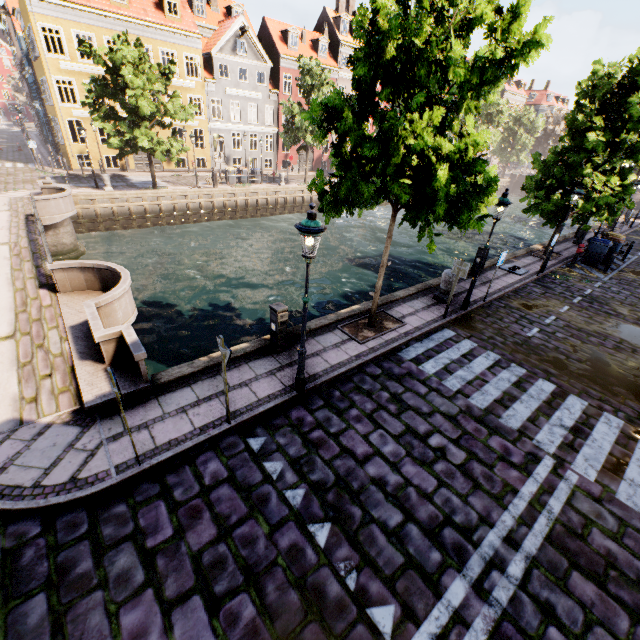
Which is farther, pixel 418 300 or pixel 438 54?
pixel 418 300

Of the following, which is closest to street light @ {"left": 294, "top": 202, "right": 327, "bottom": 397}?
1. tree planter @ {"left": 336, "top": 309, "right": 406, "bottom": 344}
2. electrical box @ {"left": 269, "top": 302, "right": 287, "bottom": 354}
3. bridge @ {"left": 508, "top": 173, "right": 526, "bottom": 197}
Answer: electrical box @ {"left": 269, "top": 302, "right": 287, "bottom": 354}

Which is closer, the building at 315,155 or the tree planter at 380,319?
the tree planter at 380,319

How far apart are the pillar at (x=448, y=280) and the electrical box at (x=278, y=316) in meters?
6.2

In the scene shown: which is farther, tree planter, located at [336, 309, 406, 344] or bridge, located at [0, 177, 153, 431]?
tree planter, located at [336, 309, 406, 344]

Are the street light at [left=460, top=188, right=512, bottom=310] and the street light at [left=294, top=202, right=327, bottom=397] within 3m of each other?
no

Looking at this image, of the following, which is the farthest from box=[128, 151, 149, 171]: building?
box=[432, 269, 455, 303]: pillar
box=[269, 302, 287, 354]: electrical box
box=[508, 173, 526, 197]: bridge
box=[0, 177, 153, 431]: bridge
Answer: box=[432, 269, 455, 303]: pillar

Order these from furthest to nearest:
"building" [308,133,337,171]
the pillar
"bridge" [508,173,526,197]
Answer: "bridge" [508,173,526,197]
"building" [308,133,337,171]
the pillar
